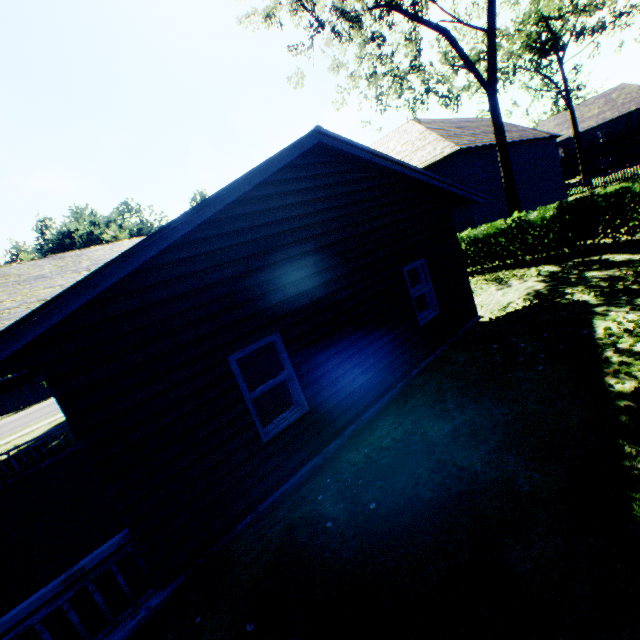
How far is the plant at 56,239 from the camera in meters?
54.5 m

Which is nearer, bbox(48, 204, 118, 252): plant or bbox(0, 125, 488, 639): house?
bbox(0, 125, 488, 639): house

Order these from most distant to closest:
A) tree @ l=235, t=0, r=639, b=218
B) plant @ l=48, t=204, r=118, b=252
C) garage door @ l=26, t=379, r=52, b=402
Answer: plant @ l=48, t=204, r=118, b=252 → garage door @ l=26, t=379, r=52, b=402 → tree @ l=235, t=0, r=639, b=218

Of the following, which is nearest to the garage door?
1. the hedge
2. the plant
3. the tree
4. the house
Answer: the tree

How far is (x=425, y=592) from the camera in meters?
3.0 m

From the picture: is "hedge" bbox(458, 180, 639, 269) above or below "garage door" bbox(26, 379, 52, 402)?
above

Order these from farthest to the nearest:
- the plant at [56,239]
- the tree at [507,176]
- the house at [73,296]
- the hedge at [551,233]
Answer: the plant at [56,239] < the tree at [507,176] < the hedge at [551,233] < the house at [73,296]

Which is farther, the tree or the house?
the tree
